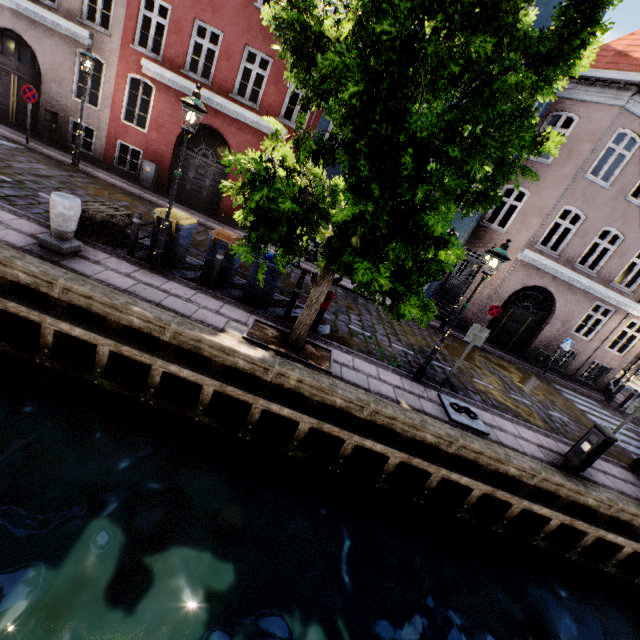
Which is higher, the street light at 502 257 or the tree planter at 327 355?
the street light at 502 257

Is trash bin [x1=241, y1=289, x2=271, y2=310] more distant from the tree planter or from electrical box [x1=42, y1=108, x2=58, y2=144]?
electrical box [x1=42, y1=108, x2=58, y2=144]

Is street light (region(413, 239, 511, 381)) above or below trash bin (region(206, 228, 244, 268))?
above

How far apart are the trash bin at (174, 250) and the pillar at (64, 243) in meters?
1.4

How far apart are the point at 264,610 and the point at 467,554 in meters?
5.0

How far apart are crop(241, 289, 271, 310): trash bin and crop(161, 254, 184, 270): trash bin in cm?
166

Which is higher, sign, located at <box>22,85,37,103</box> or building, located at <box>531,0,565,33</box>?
building, located at <box>531,0,565,33</box>

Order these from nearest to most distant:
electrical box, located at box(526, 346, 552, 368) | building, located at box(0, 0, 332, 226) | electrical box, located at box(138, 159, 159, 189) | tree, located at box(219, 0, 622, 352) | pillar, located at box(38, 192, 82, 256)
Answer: tree, located at box(219, 0, 622, 352) < pillar, located at box(38, 192, 82, 256) < building, located at box(0, 0, 332, 226) < electrical box, located at box(138, 159, 159, 189) < electrical box, located at box(526, 346, 552, 368)
